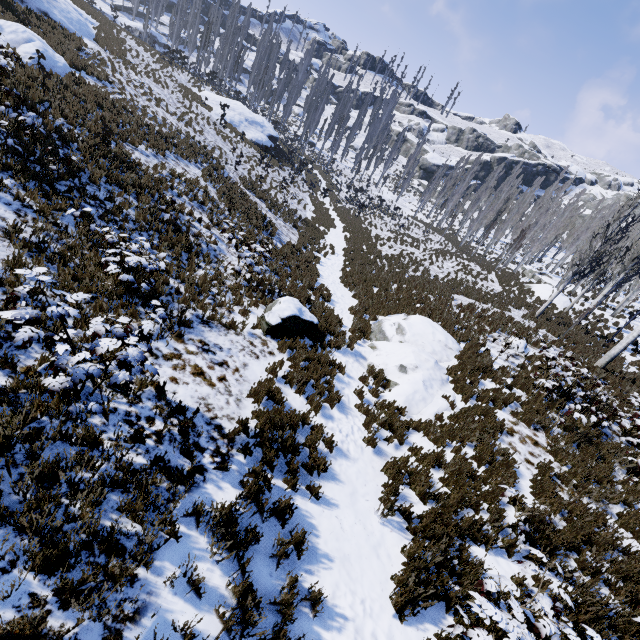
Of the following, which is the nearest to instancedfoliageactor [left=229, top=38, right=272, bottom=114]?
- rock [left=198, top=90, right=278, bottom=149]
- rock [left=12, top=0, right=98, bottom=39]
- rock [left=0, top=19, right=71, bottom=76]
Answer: rock [left=198, top=90, right=278, bottom=149]

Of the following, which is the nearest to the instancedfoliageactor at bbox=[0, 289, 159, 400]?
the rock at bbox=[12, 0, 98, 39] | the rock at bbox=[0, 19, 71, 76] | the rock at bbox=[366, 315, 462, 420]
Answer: the rock at bbox=[366, 315, 462, 420]

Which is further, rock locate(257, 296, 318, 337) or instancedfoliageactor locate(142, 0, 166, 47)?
instancedfoliageactor locate(142, 0, 166, 47)

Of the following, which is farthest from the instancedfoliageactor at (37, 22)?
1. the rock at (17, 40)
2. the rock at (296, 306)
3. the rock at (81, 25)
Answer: the rock at (17, 40)

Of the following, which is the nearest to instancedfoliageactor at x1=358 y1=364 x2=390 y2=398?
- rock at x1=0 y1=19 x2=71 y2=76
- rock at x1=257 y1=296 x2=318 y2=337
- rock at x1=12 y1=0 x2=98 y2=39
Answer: rock at x1=257 y1=296 x2=318 y2=337

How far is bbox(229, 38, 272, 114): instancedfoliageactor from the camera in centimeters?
4162cm

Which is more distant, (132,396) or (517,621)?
(132,396)

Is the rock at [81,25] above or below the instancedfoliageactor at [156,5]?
below
